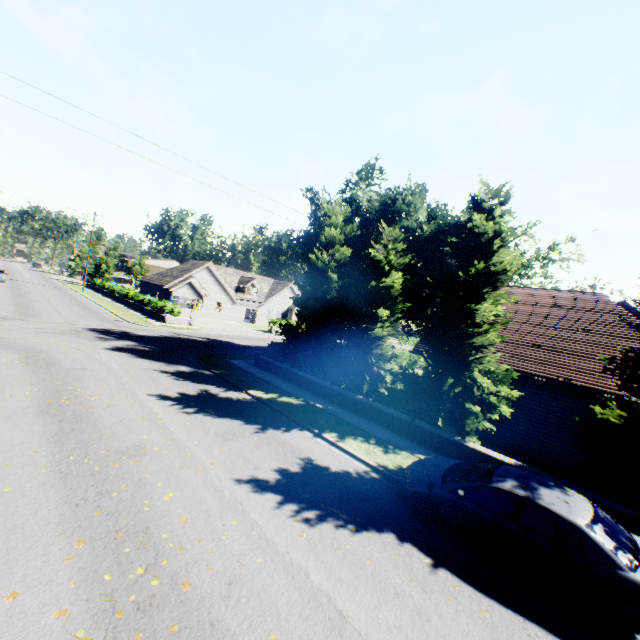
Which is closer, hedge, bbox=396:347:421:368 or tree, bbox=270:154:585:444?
tree, bbox=270:154:585:444

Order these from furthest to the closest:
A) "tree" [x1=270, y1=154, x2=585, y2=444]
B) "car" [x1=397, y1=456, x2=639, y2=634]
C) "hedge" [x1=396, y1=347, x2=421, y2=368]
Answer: "hedge" [x1=396, y1=347, x2=421, y2=368] < "tree" [x1=270, y1=154, x2=585, y2=444] < "car" [x1=397, y1=456, x2=639, y2=634]

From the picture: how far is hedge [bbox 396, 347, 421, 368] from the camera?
31.0m

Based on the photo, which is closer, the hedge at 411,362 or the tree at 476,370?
the tree at 476,370

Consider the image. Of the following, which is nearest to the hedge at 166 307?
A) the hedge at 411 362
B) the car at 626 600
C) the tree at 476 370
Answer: the tree at 476 370

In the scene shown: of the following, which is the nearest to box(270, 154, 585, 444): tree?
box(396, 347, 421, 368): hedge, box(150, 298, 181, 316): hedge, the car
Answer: the car

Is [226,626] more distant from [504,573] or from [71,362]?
[71,362]

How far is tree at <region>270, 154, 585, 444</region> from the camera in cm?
1227
